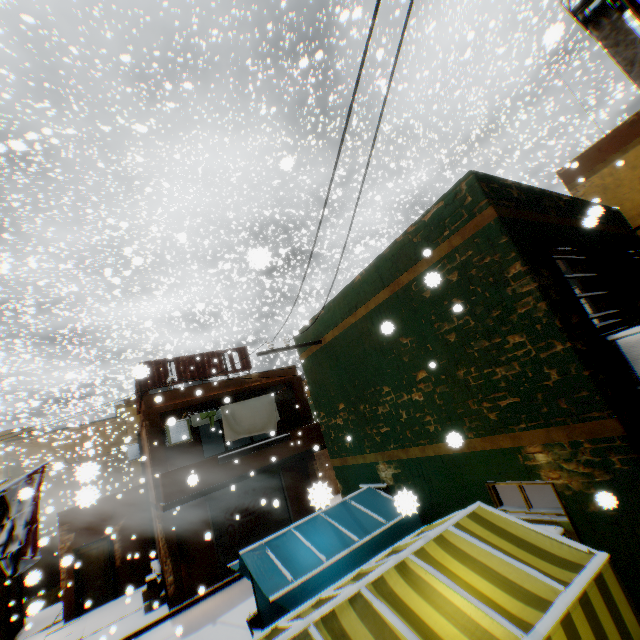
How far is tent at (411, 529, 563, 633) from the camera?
2.83m

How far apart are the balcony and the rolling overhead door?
0.02m

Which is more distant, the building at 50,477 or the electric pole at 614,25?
the building at 50,477

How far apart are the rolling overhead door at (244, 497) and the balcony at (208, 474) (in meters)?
0.02

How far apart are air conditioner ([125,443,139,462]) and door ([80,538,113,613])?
2.38m

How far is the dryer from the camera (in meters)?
12.55

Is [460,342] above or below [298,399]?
below

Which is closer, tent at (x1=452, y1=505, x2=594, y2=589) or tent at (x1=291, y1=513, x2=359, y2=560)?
tent at (x1=452, y1=505, x2=594, y2=589)
